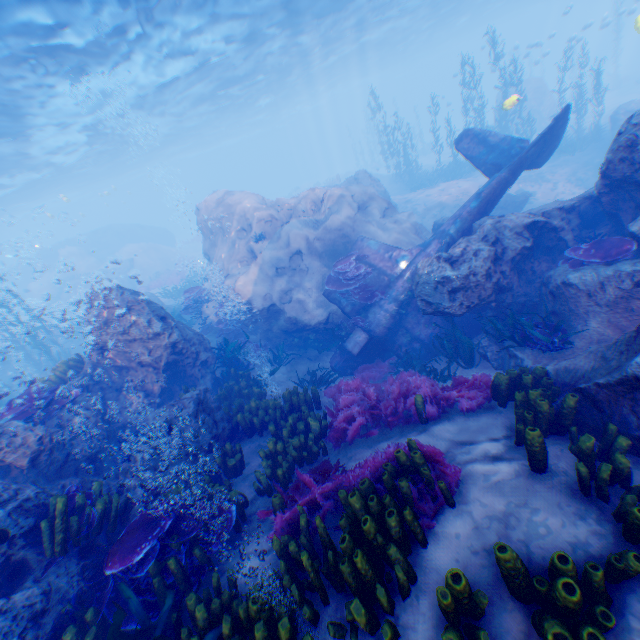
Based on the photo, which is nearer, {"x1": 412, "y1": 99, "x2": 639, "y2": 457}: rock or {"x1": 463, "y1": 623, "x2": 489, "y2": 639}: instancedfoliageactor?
{"x1": 463, "y1": 623, "x2": 489, "y2": 639}: instancedfoliageactor

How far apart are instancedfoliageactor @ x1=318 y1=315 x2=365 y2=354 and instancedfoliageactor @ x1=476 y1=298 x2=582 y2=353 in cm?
341

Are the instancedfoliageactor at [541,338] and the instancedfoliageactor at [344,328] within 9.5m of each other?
yes

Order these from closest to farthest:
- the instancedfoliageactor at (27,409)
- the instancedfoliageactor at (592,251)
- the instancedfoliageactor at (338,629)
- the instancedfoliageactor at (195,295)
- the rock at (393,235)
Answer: the instancedfoliageactor at (338,629)
the instancedfoliageactor at (592,251)
the instancedfoliageactor at (27,409)
the rock at (393,235)
the instancedfoliageactor at (195,295)

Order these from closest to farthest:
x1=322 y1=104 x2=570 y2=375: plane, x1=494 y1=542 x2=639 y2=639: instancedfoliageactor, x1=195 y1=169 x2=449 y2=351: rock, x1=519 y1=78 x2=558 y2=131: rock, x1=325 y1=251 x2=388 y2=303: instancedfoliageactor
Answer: x1=494 y1=542 x2=639 y2=639: instancedfoliageactor → x1=322 y1=104 x2=570 y2=375: plane → x1=325 y1=251 x2=388 y2=303: instancedfoliageactor → x1=195 y1=169 x2=449 y2=351: rock → x1=519 y1=78 x2=558 y2=131: rock

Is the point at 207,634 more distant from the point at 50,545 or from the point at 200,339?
the point at 200,339

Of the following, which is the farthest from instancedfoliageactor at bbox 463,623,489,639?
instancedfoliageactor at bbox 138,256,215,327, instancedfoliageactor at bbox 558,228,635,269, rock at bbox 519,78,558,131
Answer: instancedfoliageactor at bbox 138,256,215,327

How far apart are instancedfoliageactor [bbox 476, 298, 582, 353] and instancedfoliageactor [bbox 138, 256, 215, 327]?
21.0 meters
